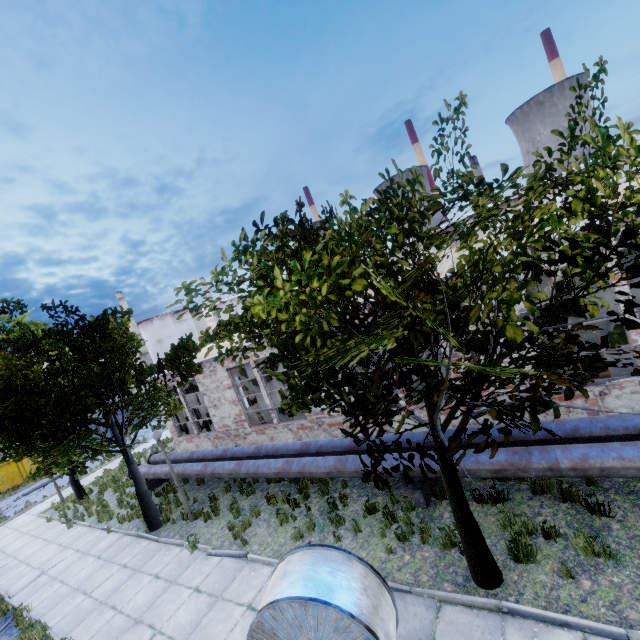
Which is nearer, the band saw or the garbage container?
the band saw

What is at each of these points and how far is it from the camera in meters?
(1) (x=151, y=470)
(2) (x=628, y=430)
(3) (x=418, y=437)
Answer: (1) pipe, 14.7 m
(2) pipe, 6.3 m
(3) pipe, 8.7 m

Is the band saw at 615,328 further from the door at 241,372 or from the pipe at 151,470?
the door at 241,372

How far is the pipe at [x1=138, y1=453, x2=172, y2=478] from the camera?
14.0m

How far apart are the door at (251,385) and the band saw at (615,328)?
21.1 meters

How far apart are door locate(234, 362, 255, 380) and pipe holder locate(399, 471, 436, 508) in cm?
1766

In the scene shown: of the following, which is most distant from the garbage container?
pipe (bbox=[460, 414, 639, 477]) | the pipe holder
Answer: the pipe holder

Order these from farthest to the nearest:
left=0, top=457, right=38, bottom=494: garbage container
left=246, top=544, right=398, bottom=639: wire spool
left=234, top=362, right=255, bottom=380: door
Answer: left=0, top=457, right=38, bottom=494: garbage container, left=234, top=362, right=255, bottom=380: door, left=246, top=544, right=398, bottom=639: wire spool
